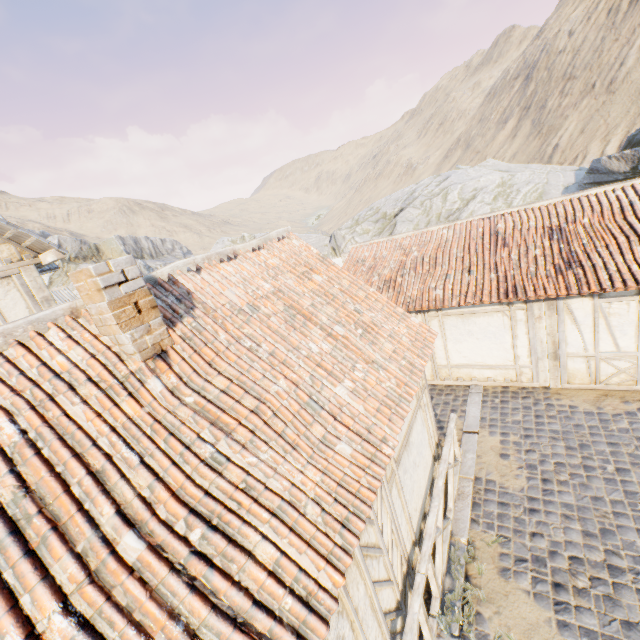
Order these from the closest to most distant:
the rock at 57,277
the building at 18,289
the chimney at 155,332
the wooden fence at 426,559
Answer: the chimney at 155,332 < the wooden fence at 426,559 < the building at 18,289 < the rock at 57,277

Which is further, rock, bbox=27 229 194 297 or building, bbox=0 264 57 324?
rock, bbox=27 229 194 297

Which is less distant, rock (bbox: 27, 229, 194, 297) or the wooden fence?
the wooden fence

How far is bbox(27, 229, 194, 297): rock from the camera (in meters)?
38.56

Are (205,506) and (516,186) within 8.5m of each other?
no

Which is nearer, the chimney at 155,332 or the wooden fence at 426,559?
the chimney at 155,332

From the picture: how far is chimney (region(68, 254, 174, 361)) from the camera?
3.54m

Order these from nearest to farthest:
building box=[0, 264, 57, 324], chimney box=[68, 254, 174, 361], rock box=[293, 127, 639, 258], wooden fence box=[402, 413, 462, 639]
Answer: chimney box=[68, 254, 174, 361], wooden fence box=[402, 413, 462, 639], building box=[0, 264, 57, 324], rock box=[293, 127, 639, 258]
